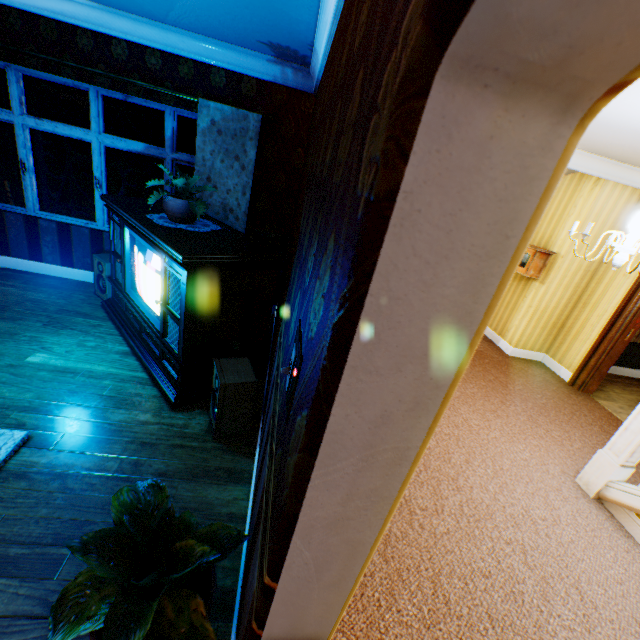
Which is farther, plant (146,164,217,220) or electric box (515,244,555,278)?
electric box (515,244,555,278)

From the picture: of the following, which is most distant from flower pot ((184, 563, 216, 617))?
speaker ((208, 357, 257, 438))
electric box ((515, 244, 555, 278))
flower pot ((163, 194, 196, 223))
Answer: electric box ((515, 244, 555, 278))

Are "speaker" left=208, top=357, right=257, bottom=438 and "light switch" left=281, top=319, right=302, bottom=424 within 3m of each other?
yes

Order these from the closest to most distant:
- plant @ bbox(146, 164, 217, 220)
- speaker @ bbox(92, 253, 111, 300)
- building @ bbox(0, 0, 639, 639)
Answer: building @ bbox(0, 0, 639, 639) < plant @ bbox(146, 164, 217, 220) < speaker @ bbox(92, 253, 111, 300)

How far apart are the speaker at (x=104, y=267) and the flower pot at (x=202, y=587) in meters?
3.5

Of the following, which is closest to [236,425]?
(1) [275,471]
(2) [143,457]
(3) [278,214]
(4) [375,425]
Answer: (2) [143,457]

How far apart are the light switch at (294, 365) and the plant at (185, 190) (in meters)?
2.76

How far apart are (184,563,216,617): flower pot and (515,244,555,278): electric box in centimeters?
587cm
